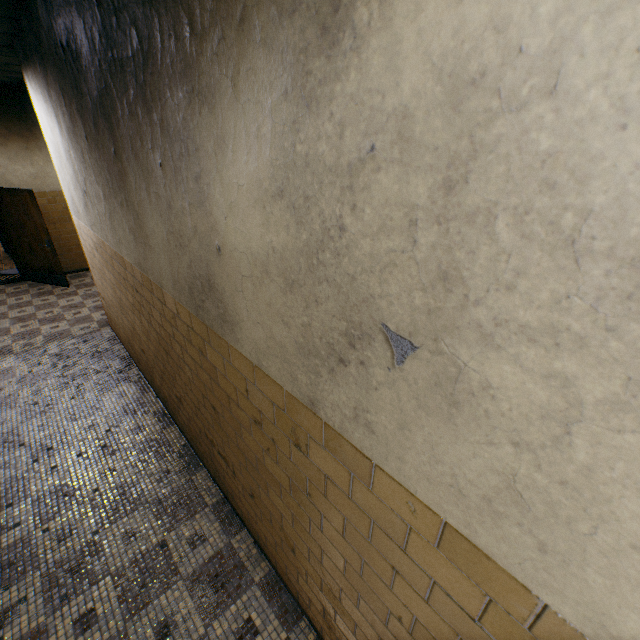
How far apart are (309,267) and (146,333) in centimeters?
302cm
